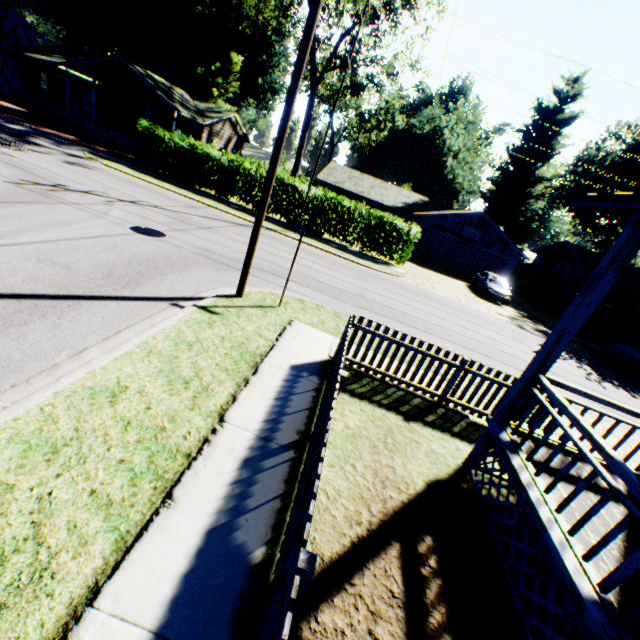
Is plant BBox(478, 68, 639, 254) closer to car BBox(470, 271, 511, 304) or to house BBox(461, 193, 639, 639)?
car BBox(470, 271, 511, 304)

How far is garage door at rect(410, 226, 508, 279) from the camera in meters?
29.7 m

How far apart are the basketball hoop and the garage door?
0.5 meters

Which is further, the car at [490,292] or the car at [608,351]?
the car at [490,292]

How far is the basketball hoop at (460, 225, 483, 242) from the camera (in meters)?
28.73

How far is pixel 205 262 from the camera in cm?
1015

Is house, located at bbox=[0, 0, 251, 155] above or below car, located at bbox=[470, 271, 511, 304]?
above

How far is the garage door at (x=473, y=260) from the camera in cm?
2972
